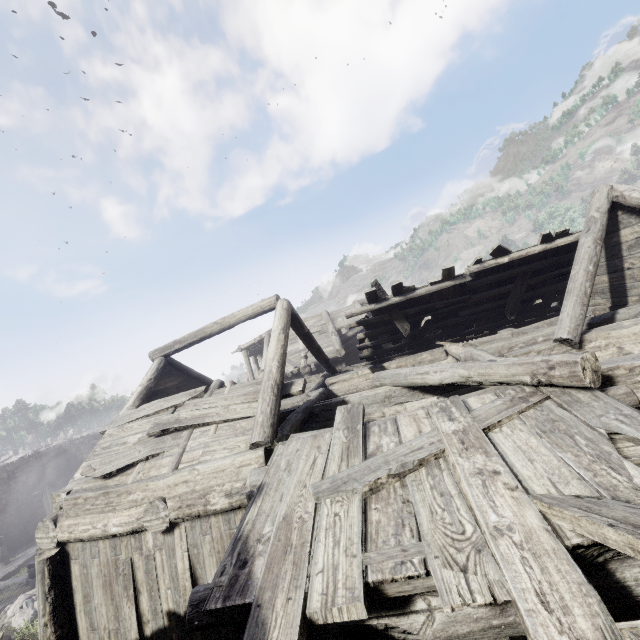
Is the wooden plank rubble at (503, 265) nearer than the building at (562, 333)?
No

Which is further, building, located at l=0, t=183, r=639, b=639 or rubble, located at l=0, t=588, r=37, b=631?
rubble, located at l=0, t=588, r=37, b=631

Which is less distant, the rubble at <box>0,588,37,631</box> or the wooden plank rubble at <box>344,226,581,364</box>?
the wooden plank rubble at <box>344,226,581,364</box>

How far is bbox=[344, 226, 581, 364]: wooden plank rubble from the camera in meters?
9.5 m

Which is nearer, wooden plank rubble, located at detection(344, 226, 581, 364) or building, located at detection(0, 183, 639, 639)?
building, located at detection(0, 183, 639, 639)

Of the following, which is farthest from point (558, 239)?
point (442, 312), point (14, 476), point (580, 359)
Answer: point (14, 476)

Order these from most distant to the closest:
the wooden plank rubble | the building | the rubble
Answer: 1. the rubble
2. the wooden plank rubble
3. the building

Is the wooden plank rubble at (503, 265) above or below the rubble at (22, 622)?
above
